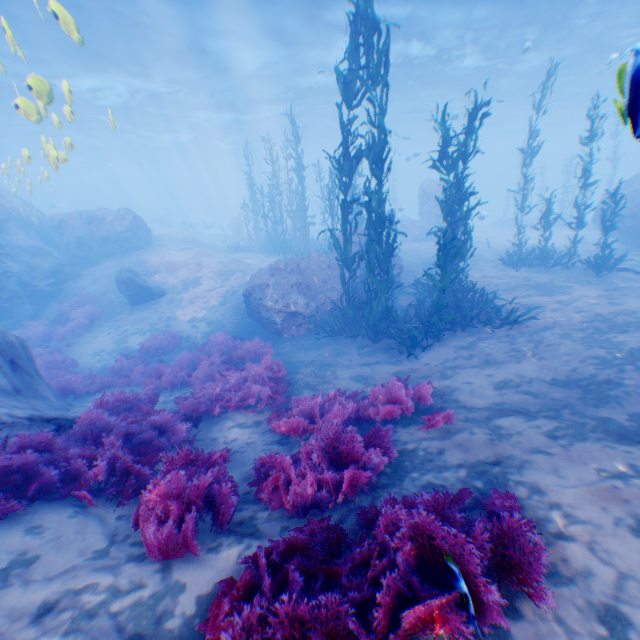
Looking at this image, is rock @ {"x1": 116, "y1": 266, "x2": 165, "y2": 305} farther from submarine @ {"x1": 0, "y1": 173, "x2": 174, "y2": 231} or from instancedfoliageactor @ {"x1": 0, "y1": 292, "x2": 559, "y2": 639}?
submarine @ {"x1": 0, "y1": 173, "x2": 174, "y2": 231}

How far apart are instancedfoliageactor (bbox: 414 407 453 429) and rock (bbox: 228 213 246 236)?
30.6m

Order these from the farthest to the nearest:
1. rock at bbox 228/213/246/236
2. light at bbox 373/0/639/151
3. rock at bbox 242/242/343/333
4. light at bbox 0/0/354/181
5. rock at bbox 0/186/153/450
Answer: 1. rock at bbox 228/213/246/236
2. light at bbox 373/0/639/151
3. light at bbox 0/0/354/181
4. rock at bbox 242/242/343/333
5. rock at bbox 0/186/153/450

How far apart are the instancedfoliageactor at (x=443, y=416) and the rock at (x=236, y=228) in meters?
30.6

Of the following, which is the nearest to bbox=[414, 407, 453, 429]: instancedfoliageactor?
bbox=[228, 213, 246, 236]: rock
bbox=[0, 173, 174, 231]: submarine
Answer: bbox=[228, 213, 246, 236]: rock

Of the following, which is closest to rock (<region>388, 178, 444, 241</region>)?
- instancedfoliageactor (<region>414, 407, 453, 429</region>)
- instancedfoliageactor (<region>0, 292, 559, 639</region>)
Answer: instancedfoliageactor (<region>0, 292, 559, 639</region>)

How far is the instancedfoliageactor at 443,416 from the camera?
4.8m

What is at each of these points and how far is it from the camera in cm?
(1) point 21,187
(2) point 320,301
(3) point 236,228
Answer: (1) submarine, 5072
(2) rock, 1177
(3) rock, 3209
